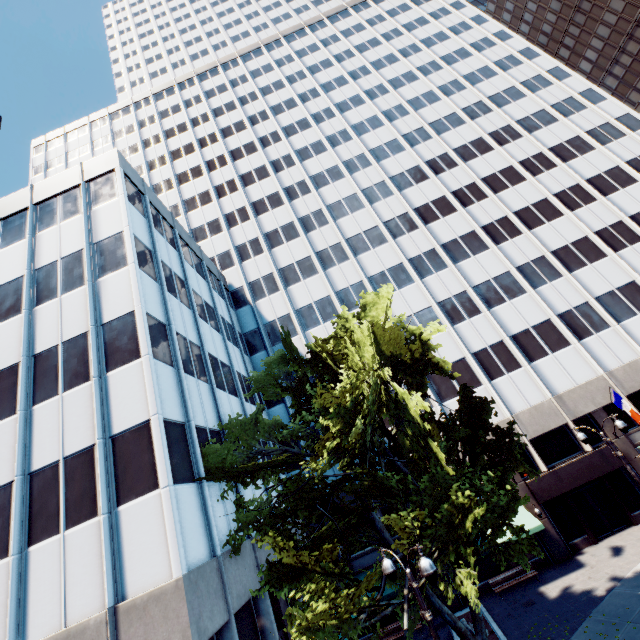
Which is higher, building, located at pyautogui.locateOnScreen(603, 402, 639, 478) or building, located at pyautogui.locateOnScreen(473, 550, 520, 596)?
building, located at pyautogui.locateOnScreen(603, 402, 639, 478)

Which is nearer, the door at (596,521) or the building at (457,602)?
the building at (457,602)

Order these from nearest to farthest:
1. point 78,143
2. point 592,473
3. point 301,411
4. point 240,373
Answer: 1. point 301,411
2. point 592,473
3. point 240,373
4. point 78,143

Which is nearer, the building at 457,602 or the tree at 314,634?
the tree at 314,634

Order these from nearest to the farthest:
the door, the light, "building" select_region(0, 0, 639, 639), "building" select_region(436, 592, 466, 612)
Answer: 1. the light
2. "building" select_region(0, 0, 639, 639)
3. "building" select_region(436, 592, 466, 612)
4. the door

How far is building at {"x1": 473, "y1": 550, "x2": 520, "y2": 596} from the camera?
21.4 meters
